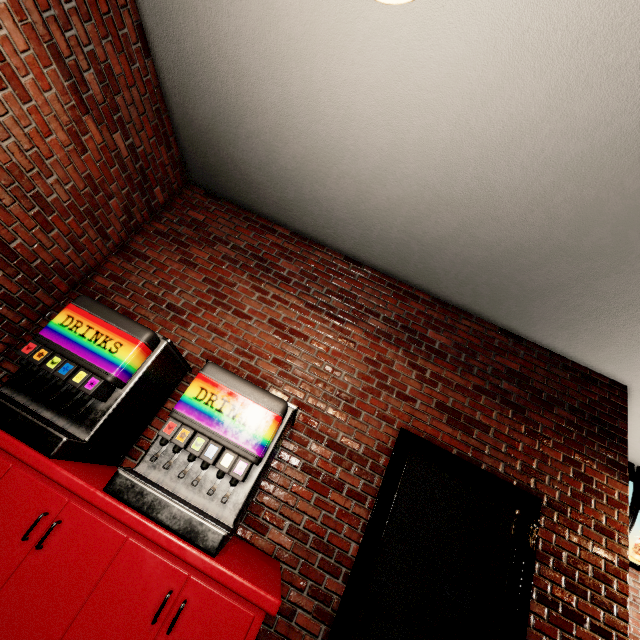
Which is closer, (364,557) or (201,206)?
(364,557)
